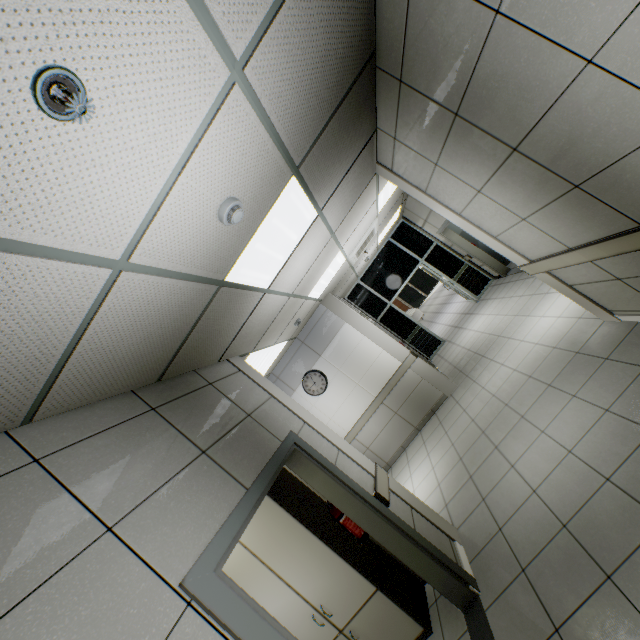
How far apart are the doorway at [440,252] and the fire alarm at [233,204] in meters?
8.3

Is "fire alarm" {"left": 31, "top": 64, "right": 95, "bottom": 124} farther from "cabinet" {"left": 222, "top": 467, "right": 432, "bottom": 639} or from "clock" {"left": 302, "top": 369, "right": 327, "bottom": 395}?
"clock" {"left": 302, "top": 369, "right": 327, "bottom": 395}

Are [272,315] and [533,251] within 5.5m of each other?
yes

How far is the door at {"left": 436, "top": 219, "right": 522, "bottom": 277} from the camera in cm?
831

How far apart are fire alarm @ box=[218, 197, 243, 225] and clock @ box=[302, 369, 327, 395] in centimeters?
528cm

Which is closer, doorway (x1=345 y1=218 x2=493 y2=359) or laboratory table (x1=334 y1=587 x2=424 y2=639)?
laboratory table (x1=334 y1=587 x2=424 y2=639)

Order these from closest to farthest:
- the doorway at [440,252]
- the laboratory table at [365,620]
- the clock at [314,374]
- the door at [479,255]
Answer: the laboratory table at [365,620], the clock at [314,374], the door at [479,255], the doorway at [440,252]

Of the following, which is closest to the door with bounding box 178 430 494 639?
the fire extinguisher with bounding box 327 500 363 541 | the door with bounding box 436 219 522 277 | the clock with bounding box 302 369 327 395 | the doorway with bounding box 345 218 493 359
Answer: the fire extinguisher with bounding box 327 500 363 541
